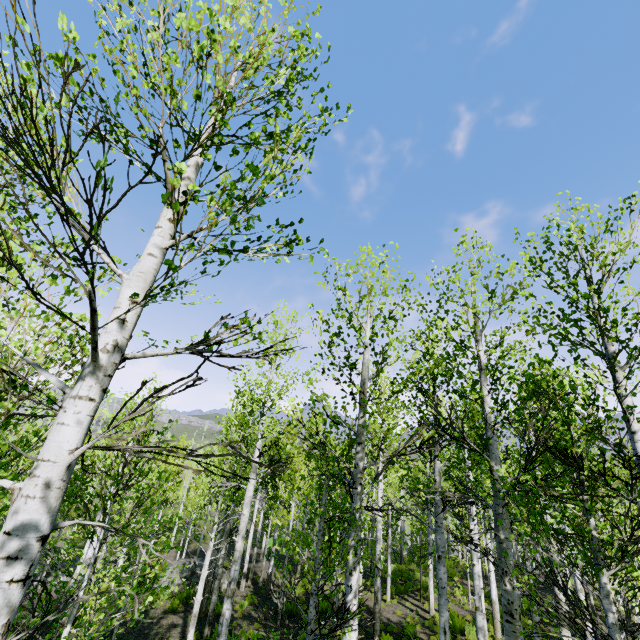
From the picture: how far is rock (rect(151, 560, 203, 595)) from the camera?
17.91m

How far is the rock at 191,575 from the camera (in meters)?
17.91

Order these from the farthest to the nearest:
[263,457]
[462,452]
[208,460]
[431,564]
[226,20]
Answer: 1. [263,457]
2. [431,564]
3. [208,460]
4. [462,452]
5. [226,20]
